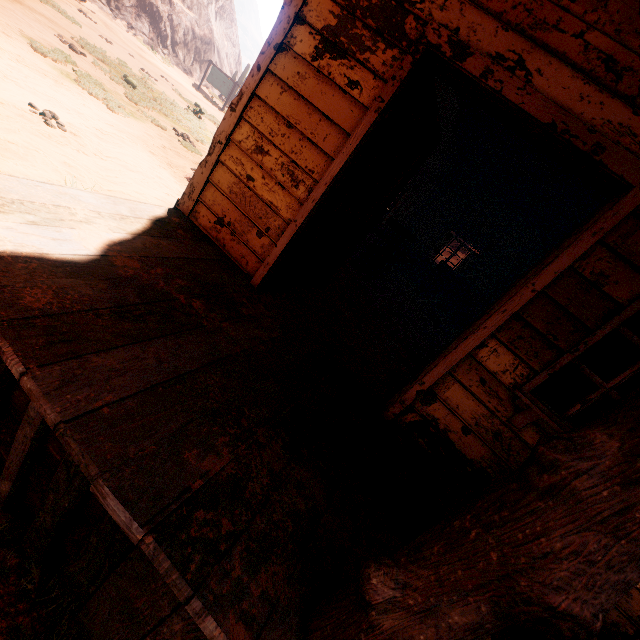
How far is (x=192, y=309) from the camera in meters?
2.1

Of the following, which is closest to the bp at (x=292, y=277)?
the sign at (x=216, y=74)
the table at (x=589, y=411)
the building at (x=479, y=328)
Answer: the building at (x=479, y=328)

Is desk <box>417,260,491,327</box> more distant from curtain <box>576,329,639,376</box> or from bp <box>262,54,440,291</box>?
bp <box>262,54,440,291</box>

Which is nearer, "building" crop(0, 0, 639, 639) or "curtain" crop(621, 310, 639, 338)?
"building" crop(0, 0, 639, 639)

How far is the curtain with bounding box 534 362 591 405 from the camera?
2.32m

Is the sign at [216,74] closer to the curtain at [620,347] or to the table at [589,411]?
the curtain at [620,347]

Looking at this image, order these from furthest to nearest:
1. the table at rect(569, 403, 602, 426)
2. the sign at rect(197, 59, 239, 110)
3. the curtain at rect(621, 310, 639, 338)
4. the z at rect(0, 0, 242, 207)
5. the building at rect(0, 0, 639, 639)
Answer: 1. the sign at rect(197, 59, 239, 110)
2. the table at rect(569, 403, 602, 426)
3. the z at rect(0, 0, 242, 207)
4. the curtain at rect(621, 310, 639, 338)
5. the building at rect(0, 0, 639, 639)

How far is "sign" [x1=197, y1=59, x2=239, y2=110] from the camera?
23.62m
